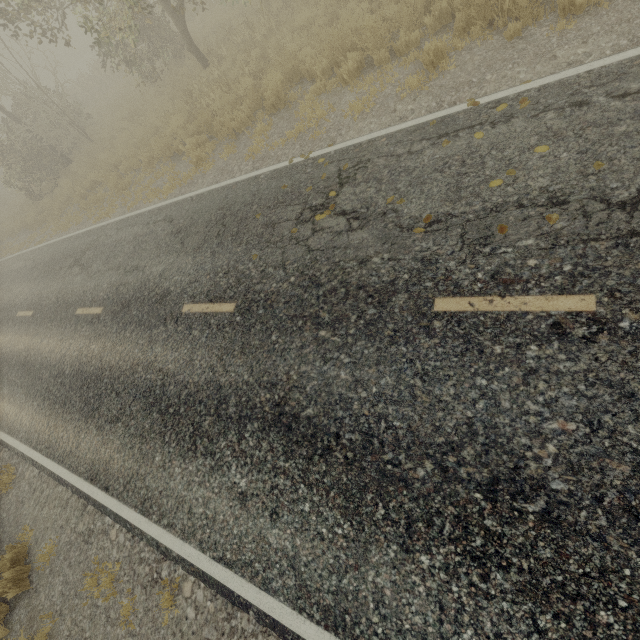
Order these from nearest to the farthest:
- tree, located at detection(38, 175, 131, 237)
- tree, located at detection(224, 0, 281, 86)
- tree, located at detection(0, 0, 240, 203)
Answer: tree, located at detection(0, 0, 240, 203) → tree, located at detection(224, 0, 281, 86) → tree, located at detection(38, 175, 131, 237)

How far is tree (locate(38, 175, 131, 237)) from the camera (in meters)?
12.09

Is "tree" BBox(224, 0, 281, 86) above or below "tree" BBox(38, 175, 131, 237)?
above

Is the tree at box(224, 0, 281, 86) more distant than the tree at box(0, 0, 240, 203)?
Yes

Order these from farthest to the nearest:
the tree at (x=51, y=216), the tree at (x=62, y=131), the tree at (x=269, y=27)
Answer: the tree at (x=51, y=216) → the tree at (x=269, y=27) → the tree at (x=62, y=131)

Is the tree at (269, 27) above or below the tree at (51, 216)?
above

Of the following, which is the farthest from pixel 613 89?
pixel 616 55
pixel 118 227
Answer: pixel 118 227
